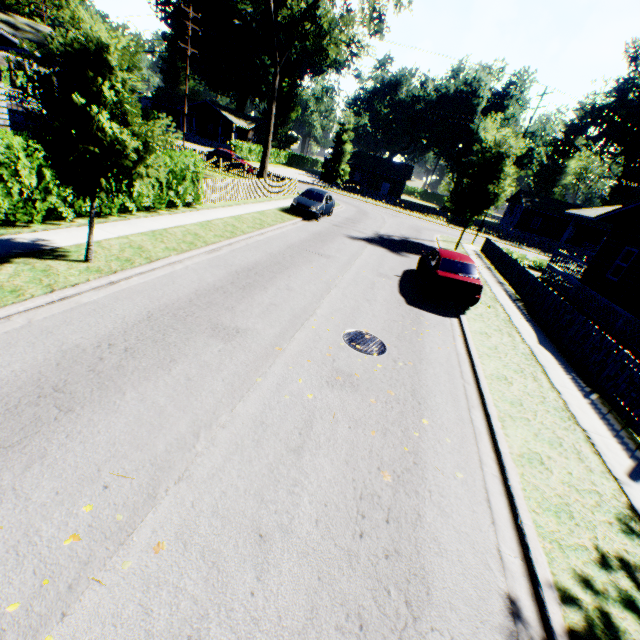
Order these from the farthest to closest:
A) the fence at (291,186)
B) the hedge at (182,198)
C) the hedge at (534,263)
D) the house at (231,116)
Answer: the house at (231,116)
the hedge at (534,263)
the fence at (291,186)
the hedge at (182,198)

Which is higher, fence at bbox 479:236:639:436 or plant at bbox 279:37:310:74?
plant at bbox 279:37:310:74

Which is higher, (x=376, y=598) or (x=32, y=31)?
(x=32, y=31)

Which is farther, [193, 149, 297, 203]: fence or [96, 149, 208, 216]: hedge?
[193, 149, 297, 203]: fence

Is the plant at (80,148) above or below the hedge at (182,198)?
above

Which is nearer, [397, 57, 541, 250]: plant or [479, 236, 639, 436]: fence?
[479, 236, 639, 436]: fence

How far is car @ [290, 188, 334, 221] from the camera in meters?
19.5 m

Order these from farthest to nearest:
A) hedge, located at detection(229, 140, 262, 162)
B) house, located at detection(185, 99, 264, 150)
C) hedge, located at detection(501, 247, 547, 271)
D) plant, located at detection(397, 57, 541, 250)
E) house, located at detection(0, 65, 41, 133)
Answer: house, located at detection(185, 99, 264, 150) < hedge, located at detection(229, 140, 262, 162) < hedge, located at detection(501, 247, 547, 271) < plant, located at detection(397, 57, 541, 250) < house, located at detection(0, 65, 41, 133)
